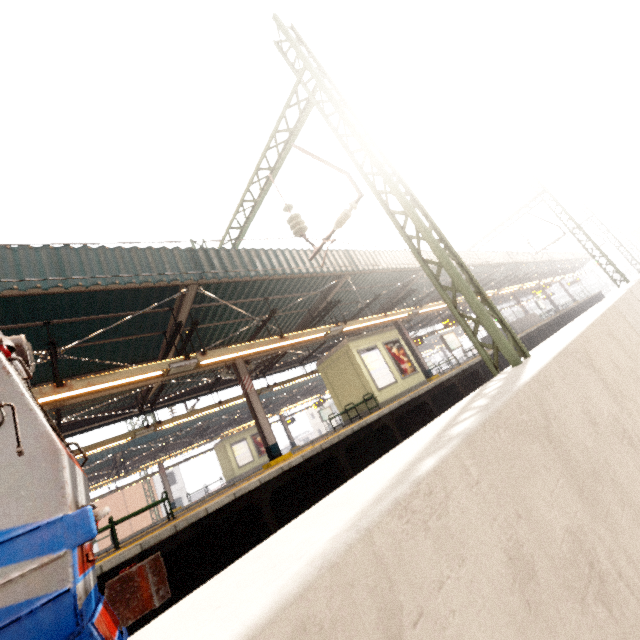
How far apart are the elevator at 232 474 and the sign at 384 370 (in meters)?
15.04

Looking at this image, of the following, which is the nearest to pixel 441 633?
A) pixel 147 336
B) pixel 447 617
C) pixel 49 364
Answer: pixel 447 617

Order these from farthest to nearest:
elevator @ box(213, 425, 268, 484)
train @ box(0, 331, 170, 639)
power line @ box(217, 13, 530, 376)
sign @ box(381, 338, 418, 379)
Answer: elevator @ box(213, 425, 268, 484), sign @ box(381, 338, 418, 379), power line @ box(217, 13, 530, 376), train @ box(0, 331, 170, 639)

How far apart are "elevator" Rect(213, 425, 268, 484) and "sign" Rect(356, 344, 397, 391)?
15.0m

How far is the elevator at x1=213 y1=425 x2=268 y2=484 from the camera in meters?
22.6 m

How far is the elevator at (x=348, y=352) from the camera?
12.5m

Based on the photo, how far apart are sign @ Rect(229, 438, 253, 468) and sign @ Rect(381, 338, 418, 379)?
15.0m

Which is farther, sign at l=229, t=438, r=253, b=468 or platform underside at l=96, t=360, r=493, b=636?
sign at l=229, t=438, r=253, b=468
